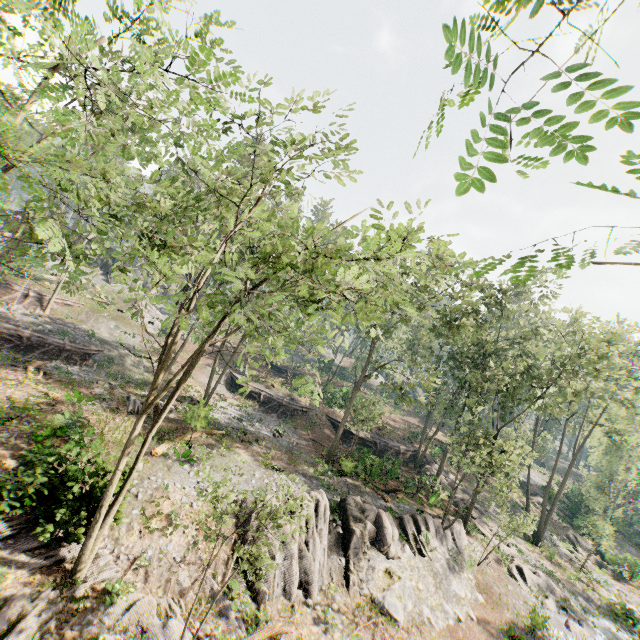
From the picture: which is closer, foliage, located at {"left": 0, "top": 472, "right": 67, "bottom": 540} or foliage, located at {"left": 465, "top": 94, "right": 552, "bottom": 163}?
foliage, located at {"left": 465, "top": 94, "right": 552, "bottom": 163}

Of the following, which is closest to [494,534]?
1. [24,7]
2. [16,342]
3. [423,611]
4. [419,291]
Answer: [423,611]

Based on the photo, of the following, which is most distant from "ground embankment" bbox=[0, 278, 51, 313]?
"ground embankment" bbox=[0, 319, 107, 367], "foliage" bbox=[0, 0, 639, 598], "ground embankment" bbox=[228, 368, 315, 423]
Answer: "ground embankment" bbox=[228, 368, 315, 423]

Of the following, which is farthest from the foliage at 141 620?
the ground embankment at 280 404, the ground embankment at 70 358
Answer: the ground embankment at 280 404

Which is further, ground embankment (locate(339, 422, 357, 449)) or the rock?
ground embankment (locate(339, 422, 357, 449))

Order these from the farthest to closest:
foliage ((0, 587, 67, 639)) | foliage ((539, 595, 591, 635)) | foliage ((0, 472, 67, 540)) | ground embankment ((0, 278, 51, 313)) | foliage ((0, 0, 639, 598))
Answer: ground embankment ((0, 278, 51, 313))
foliage ((539, 595, 591, 635))
foliage ((0, 472, 67, 540))
foliage ((0, 587, 67, 639))
foliage ((0, 0, 639, 598))

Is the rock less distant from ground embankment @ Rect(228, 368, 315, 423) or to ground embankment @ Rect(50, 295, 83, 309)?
ground embankment @ Rect(228, 368, 315, 423)

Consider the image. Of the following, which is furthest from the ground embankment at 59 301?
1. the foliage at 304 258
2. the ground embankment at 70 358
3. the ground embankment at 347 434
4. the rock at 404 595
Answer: the ground embankment at 347 434
